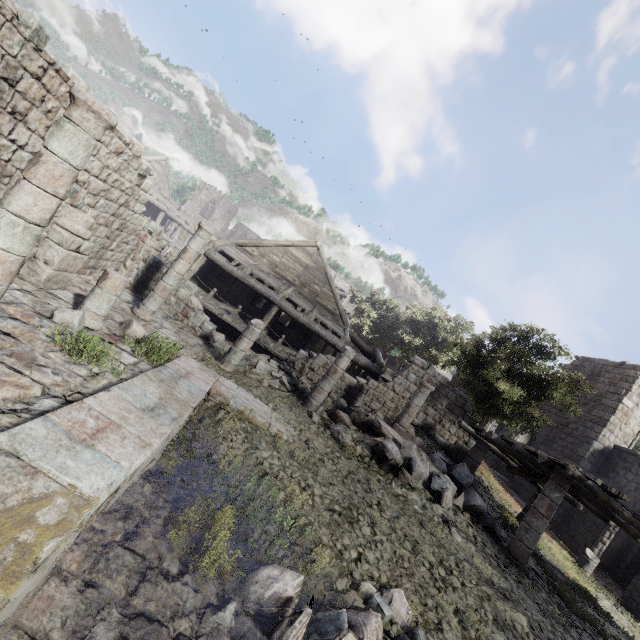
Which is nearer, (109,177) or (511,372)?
(109,177)

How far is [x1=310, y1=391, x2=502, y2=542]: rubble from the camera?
9.54m

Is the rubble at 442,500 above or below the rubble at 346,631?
above

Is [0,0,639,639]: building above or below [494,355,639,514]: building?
below

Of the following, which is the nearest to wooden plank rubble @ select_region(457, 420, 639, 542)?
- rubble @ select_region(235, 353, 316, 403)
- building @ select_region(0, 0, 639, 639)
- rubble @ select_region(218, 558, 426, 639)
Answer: building @ select_region(0, 0, 639, 639)

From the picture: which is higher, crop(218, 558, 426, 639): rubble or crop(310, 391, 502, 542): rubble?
crop(310, 391, 502, 542): rubble

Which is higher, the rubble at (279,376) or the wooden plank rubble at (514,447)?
the wooden plank rubble at (514,447)
